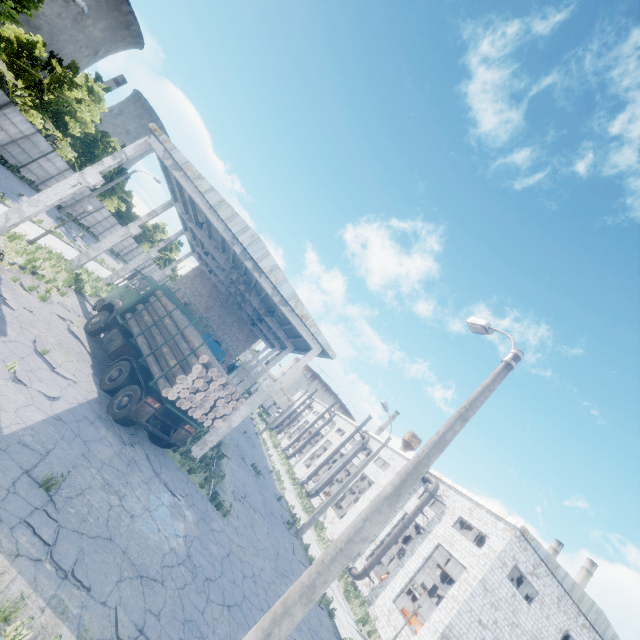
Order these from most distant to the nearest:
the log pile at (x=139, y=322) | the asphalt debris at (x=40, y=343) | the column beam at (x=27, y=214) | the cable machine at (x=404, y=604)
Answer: the cable machine at (x=404, y=604) → the column beam at (x=27, y=214) → the log pile at (x=139, y=322) → the asphalt debris at (x=40, y=343)

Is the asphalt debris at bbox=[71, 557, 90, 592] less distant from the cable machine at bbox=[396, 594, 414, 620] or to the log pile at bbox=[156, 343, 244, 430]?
the log pile at bbox=[156, 343, 244, 430]

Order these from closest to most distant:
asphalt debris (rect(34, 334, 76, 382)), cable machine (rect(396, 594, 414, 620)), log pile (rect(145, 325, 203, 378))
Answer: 1. asphalt debris (rect(34, 334, 76, 382))
2. log pile (rect(145, 325, 203, 378))
3. cable machine (rect(396, 594, 414, 620))

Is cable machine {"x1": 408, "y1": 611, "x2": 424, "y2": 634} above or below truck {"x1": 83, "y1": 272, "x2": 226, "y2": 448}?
→ above

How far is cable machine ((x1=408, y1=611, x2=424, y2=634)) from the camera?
22.5 meters

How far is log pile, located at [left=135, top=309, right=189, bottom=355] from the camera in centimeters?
1195cm

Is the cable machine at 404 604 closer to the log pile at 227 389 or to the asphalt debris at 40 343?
the log pile at 227 389

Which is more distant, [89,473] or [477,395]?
[89,473]
